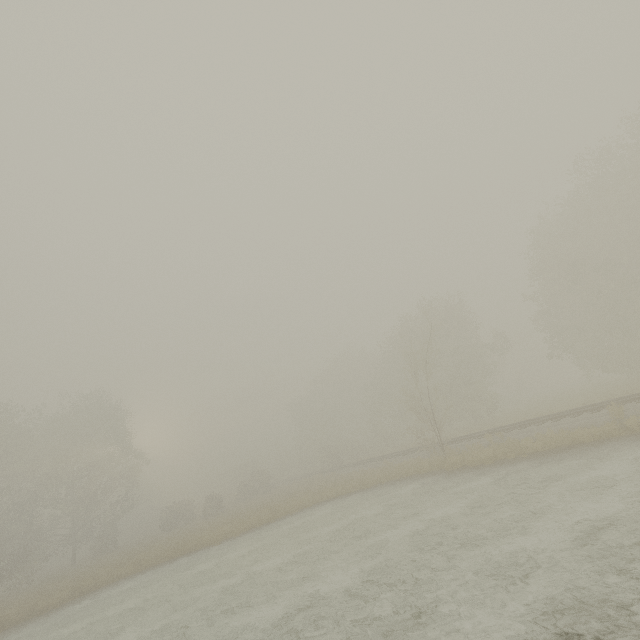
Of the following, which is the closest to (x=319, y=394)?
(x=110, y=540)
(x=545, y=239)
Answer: (x=110, y=540)
